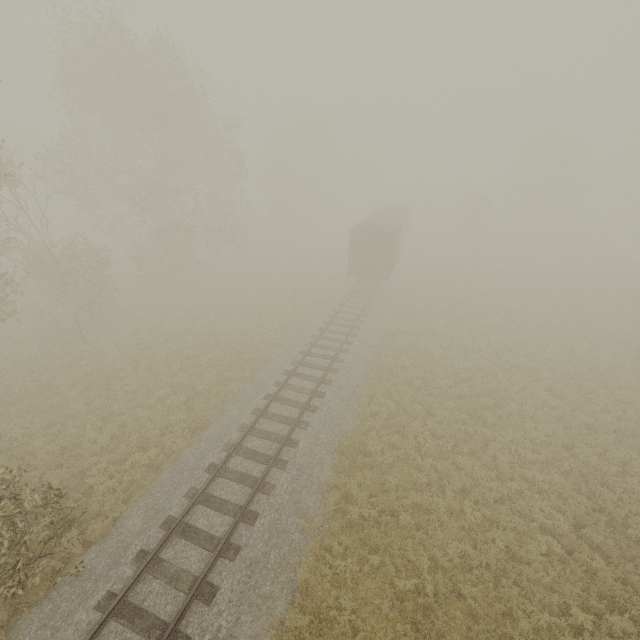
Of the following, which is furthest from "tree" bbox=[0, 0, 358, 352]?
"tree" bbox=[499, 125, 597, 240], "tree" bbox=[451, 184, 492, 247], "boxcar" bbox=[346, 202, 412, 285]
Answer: Result: "tree" bbox=[499, 125, 597, 240]

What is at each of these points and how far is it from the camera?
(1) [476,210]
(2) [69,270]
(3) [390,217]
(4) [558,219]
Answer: (1) tree, 39.94m
(2) tree, 20.59m
(3) boxcar, 29.09m
(4) tree, 46.66m

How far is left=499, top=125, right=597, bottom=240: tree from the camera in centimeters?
4278cm

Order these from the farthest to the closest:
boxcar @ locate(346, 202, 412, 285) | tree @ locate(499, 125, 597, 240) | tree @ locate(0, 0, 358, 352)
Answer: tree @ locate(499, 125, 597, 240) < boxcar @ locate(346, 202, 412, 285) < tree @ locate(0, 0, 358, 352)

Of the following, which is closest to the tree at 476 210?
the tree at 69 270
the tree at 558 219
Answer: the tree at 69 270

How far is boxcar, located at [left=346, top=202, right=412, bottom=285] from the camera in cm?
2427

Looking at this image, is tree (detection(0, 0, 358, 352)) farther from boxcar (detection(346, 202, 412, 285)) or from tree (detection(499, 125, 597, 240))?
tree (detection(499, 125, 597, 240))

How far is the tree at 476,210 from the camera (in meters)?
39.62
